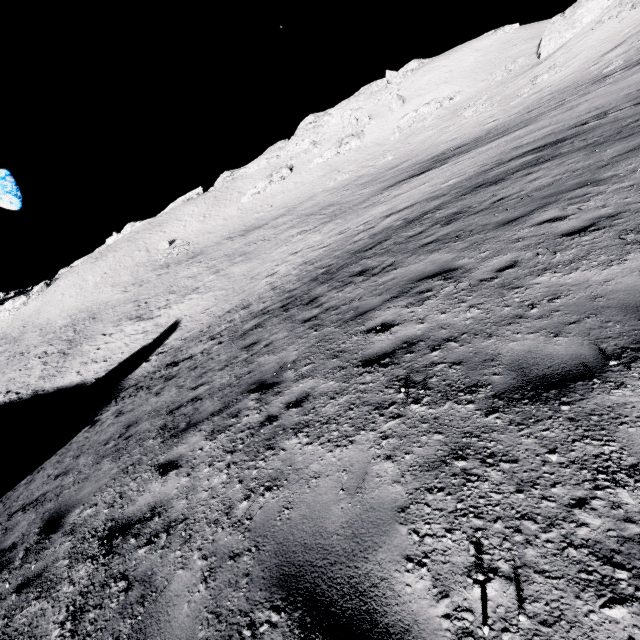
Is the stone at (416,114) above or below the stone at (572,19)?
below

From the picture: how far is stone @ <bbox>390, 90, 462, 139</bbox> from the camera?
52.50m

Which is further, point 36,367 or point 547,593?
point 36,367

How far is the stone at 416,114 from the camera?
52.5 meters

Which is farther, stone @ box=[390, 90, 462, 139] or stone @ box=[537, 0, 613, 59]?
stone @ box=[390, 90, 462, 139]

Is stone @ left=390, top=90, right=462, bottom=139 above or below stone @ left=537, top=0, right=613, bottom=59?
below
